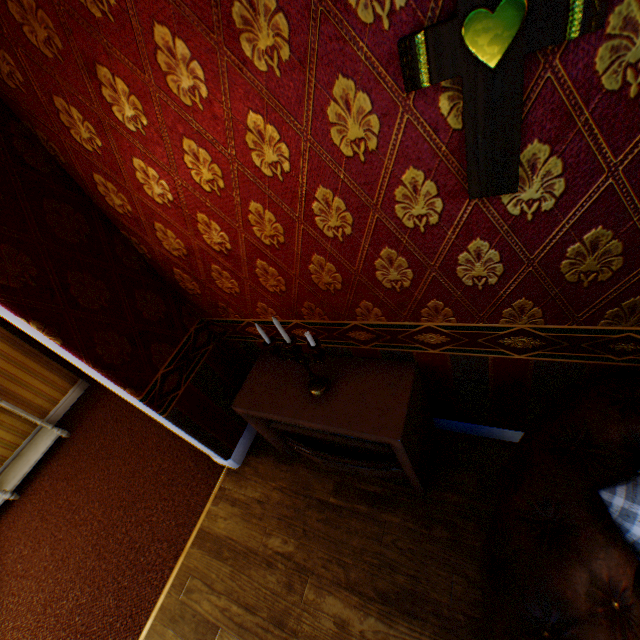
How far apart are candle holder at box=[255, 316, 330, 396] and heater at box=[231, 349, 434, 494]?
0.0 meters

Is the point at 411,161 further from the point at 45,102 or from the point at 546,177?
the point at 45,102

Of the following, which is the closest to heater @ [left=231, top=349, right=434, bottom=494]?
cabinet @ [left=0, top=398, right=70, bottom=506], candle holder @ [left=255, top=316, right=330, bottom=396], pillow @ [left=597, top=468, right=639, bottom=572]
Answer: candle holder @ [left=255, top=316, right=330, bottom=396]

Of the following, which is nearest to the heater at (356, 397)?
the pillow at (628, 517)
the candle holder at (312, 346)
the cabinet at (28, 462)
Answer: the candle holder at (312, 346)

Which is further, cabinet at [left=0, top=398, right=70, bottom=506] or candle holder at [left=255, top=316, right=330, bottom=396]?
cabinet at [left=0, top=398, right=70, bottom=506]

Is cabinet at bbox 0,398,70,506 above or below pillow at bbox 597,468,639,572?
below

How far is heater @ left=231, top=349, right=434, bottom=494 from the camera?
1.8 meters

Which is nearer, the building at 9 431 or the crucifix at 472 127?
the crucifix at 472 127
